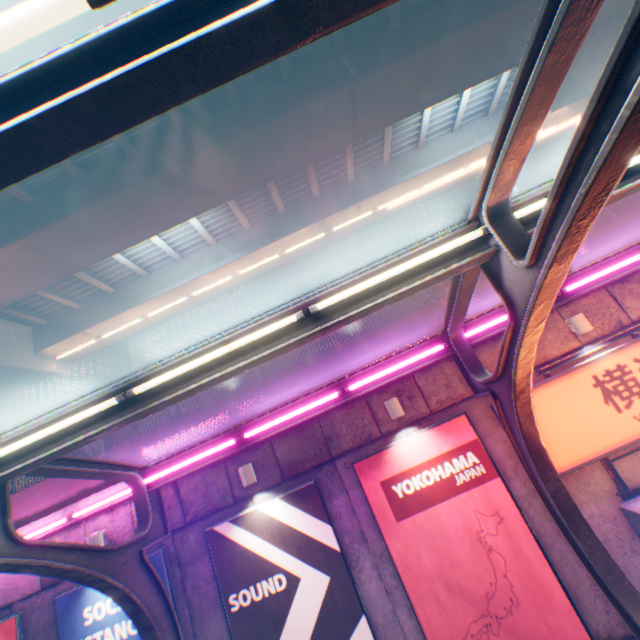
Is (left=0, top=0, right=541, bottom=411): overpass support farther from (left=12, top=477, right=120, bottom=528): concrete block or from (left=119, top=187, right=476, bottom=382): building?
(left=119, top=187, right=476, bottom=382): building

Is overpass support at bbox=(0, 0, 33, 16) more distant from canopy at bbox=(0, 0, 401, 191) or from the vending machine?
the vending machine

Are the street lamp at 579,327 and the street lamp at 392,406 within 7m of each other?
yes

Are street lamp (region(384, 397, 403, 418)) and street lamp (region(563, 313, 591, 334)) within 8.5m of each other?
yes

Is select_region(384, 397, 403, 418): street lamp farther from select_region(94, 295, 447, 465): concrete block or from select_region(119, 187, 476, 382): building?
select_region(119, 187, 476, 382): building

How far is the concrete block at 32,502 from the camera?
7.8m

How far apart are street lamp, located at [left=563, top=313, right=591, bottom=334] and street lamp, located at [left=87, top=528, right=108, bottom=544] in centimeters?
1130cm

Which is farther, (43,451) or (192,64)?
(43,451)
